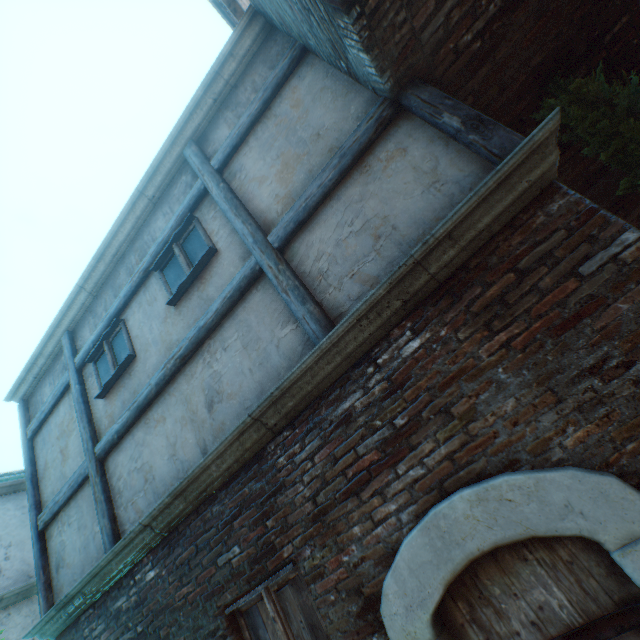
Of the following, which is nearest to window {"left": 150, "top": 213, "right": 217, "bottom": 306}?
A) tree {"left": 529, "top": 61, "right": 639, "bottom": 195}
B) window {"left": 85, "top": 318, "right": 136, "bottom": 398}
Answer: window {"left": 85, "top": 318, "right": 136, "bottom": 398}

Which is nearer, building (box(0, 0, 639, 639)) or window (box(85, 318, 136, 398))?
building (box(0, 0, 639, 639))

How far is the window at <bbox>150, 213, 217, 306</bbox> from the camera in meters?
4.0 m

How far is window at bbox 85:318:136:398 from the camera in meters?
4.6 m

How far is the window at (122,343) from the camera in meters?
4.6

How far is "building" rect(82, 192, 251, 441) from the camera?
3.9 meters

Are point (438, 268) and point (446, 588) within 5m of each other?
yes

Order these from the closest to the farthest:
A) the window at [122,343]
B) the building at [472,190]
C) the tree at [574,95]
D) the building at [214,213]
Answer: the building at [472,190]
the tree at [574,95]
the building at [214,213]
the window at [122,343]
